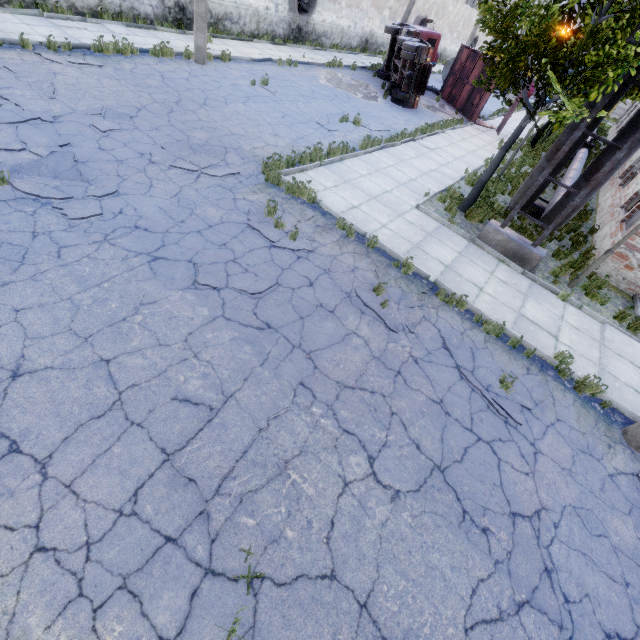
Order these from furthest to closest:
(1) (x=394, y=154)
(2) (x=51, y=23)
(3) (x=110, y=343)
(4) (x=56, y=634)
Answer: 1. (1) (x=394, y=154)
2. (2) (x=51, y=23)
3. (3) (x=110, y=343)
4. (4) (x=56, y=634)

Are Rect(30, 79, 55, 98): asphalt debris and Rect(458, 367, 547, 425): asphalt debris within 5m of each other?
no

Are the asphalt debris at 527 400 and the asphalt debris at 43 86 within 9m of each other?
no

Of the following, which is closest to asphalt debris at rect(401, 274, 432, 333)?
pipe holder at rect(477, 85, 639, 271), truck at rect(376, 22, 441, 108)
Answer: pipe holder at rect(477, 85, 639, 271)

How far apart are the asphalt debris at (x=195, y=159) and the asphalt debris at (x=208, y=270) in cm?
319

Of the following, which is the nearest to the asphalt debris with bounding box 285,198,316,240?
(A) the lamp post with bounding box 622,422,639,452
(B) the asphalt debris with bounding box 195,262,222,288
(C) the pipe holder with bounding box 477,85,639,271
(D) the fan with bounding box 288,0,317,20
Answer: (B) the asphalt debris with bounding box 195,262,222,288

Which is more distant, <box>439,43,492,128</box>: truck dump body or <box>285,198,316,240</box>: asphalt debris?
<box>439,43,492,128</box>: truck dump body

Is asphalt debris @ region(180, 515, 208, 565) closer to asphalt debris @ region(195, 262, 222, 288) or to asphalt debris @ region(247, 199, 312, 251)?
asphalt debris @ region(195, 262, 222, 288)
